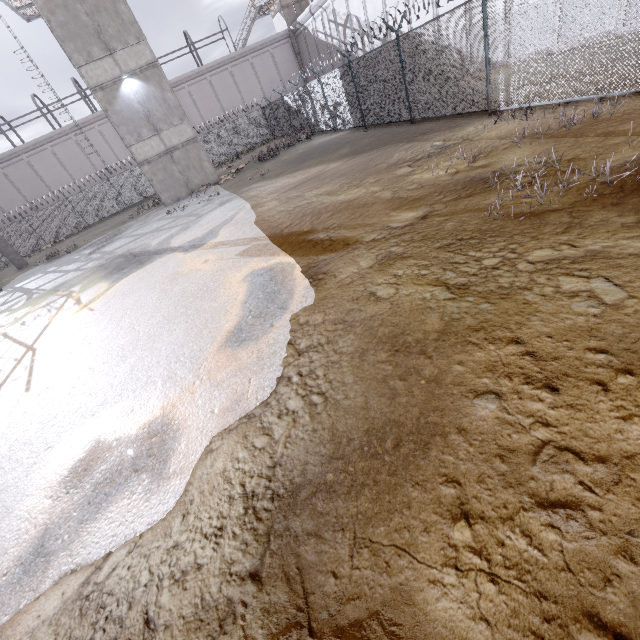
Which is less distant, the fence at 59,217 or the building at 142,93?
the building at 142,93

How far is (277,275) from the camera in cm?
637

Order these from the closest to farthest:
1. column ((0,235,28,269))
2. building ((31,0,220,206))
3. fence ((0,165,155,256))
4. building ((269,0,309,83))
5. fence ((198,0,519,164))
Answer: fence ((198,0,519,164)), building ((31,0,220,206)), column ((0,235,28,269)), fence ((0,165,155,256)), building ((269,0,309,83))

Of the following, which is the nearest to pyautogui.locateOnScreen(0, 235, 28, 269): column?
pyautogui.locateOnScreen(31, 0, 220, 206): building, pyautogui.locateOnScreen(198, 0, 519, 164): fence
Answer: pyautogui.locateOnScreen(198, 0, 519, 164): fence

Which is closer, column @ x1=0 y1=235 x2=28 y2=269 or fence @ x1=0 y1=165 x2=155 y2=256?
column @ x1=0 y1=235 x2=28 y2=269

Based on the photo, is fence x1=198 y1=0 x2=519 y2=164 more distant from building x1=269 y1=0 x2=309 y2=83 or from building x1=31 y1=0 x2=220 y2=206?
building x1=269 y1=0 x2=309 y2=83

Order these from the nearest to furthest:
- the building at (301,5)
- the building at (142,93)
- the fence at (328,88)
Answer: the fence at (328,88)
the building at (142,93)
the building at (301,5)
